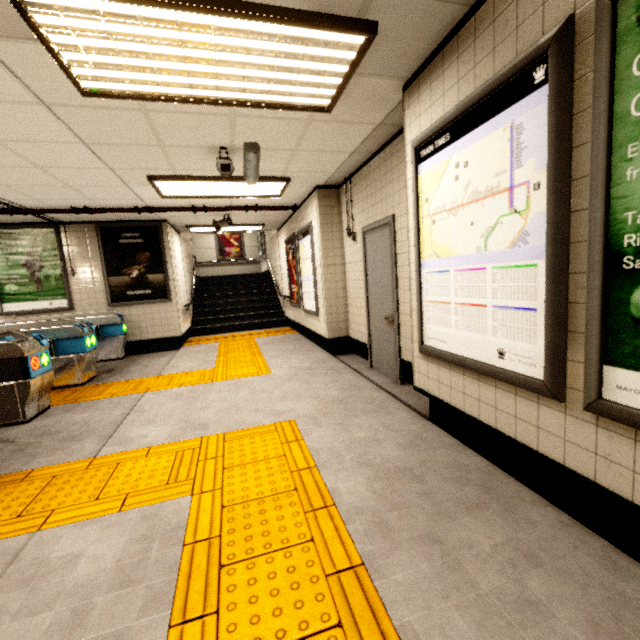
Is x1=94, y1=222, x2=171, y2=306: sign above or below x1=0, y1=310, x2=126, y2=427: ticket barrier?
above

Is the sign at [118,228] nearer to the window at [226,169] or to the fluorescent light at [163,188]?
the fluorescent light at [163,188]

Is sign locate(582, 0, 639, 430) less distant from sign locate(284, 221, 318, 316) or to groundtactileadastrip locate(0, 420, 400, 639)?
groundtactileadastrip locate(0, 420, 400, 639)

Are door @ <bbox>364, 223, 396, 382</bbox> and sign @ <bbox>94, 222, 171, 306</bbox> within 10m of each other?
yes

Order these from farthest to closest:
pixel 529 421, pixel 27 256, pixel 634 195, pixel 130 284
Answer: pixel 130 284 → pixel 27 256 → pixel 529 421 → pixel 634 195

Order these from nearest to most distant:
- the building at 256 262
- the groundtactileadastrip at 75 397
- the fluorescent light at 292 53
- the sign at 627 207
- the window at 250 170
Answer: the sign at 627 207 → the fluorescent light at 292 53 → the window at 250 170 → the groundtactileadastrip at 75 397 → the building at 256 262

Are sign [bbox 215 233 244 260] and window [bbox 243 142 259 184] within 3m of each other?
no

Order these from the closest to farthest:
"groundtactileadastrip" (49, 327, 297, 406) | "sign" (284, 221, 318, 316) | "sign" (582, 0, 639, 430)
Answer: "sign" (582, 0, 639, 430)
"groundtactileadastrip" (49, 327, 297, 406)
"sign" (284, 221, 318, 316)
